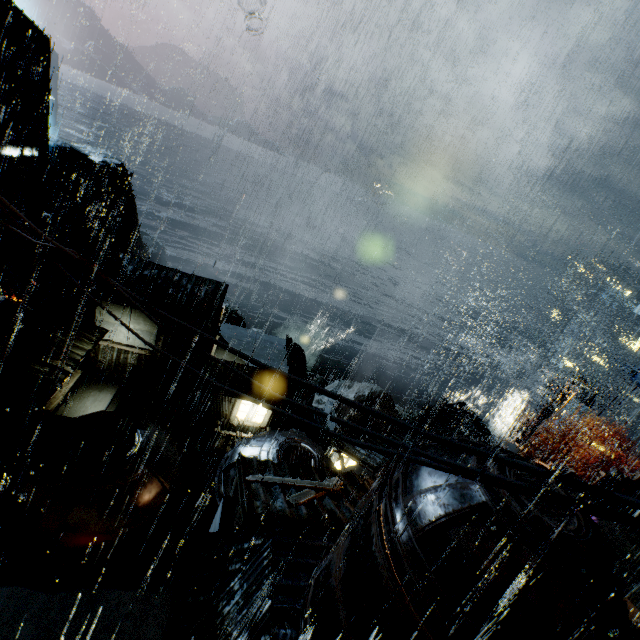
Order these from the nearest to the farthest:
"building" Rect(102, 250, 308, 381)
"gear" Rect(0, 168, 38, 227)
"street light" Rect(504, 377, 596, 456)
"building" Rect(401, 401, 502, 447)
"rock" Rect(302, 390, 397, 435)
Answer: "street light" Rect(504, 377, 596, 456)
"building" Rect(102, 250, 308, 381)
"gear" Rect(0, 168, 38, 227)
"building" Rect(401, 401, 502, 447)
"rock" Rect(302, 390, 397, 435)

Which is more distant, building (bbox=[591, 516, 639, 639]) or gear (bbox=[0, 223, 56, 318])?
gear (bbox=[0, 223, 56, 318])

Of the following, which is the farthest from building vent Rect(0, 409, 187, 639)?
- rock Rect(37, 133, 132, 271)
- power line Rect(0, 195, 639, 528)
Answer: rock Rect(37, 133, 132, 271)

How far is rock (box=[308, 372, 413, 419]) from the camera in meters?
49.9

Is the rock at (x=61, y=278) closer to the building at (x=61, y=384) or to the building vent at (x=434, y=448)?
the building at (x=61, y=384)

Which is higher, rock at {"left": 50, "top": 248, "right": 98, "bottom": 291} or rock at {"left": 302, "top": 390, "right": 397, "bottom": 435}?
rock at {"left": 50, "top": 248, "right": 98, "bottom": 291}

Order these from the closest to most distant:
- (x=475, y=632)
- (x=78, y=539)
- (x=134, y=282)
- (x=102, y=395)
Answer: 1. (x=475, y=632)
2. (x=78, y=539)
3. (x=134, y=282)
4. (x=102, y=395)

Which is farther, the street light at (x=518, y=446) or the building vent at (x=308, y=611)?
the street light at (x=518, y=446)
